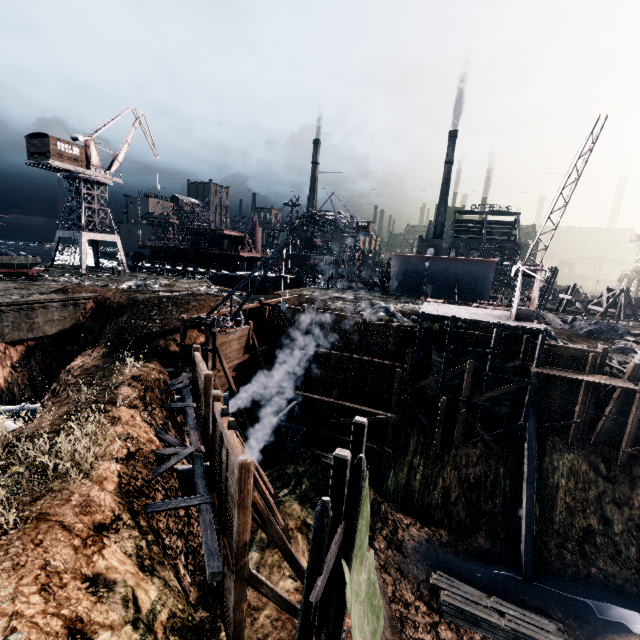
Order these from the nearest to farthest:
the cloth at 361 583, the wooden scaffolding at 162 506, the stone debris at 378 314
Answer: the cloth at 361 583 < the wooden scaffolding at 162 506 < the stone debris at 378 314

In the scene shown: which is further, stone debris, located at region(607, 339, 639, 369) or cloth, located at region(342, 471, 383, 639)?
stone debris, located at region(607, 339, 639, 369)

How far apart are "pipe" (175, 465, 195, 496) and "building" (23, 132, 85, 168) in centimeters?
4664cm

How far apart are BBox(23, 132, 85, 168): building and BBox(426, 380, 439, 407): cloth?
51.26m

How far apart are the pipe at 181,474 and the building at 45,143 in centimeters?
4664cm

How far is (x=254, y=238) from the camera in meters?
59.8

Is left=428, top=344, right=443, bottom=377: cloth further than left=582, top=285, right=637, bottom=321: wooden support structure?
No

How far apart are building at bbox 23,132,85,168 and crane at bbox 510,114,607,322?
55.0m
